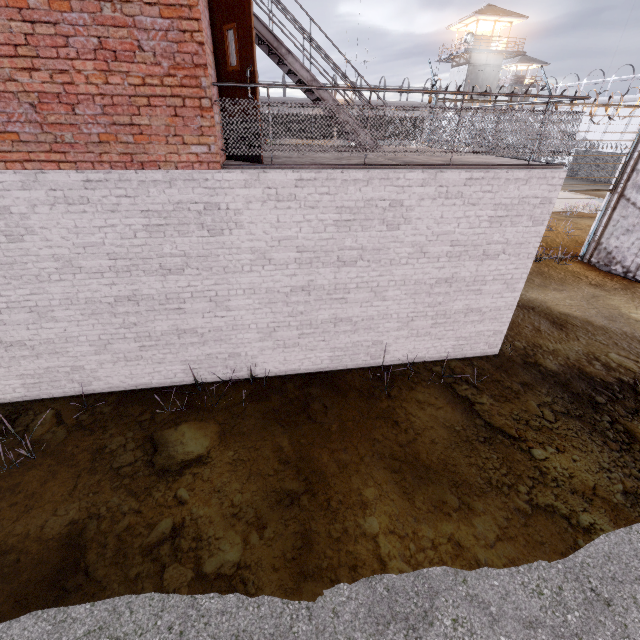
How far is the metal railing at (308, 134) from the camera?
4.7 meters

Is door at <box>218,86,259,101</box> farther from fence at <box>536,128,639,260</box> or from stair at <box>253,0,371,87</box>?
fence at <box>536,128,639,260</box>

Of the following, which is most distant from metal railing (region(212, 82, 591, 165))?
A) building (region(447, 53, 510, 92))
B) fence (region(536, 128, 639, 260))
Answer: building (region(447, 53, 510, 92))

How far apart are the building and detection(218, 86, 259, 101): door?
42.7 meters

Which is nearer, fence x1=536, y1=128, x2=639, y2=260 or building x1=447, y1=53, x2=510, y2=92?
fence x1=536, y1=128, x2=639, y2=260

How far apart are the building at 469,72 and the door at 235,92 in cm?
4266

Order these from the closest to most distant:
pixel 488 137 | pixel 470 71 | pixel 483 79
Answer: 1. pixel 488 137
2. pixel 470 71
3. pixel 483 79

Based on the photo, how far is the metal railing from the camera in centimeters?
470cm
